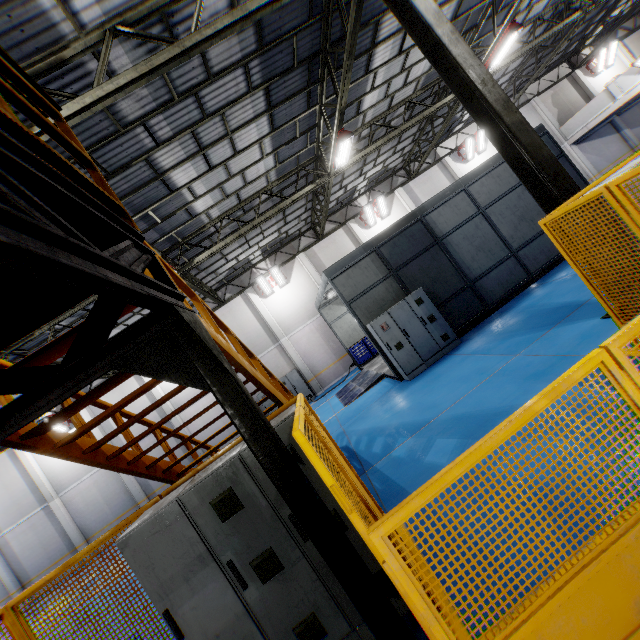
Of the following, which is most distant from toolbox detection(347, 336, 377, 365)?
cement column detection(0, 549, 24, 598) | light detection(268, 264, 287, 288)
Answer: cement column detection(0, 549, 24, 598)

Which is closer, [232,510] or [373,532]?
[373,532]

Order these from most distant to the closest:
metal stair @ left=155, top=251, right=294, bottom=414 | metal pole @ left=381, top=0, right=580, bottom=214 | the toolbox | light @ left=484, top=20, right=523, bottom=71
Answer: the toolbox
light @ left=484, top=20, right=523, bottom=71
metal pole @ left=381, top=0, right=580, bottom=214
metal stair @ left=155, top=251, right=294, bottom=414

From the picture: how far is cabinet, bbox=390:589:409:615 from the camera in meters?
3.1

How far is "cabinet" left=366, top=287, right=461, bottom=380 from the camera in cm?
1010

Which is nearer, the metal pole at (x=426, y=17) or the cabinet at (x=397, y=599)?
the cabinet at (x=397, y=599)

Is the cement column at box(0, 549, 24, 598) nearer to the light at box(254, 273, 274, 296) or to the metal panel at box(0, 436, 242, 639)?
the metal panel at box(0, 436, 242, 639)

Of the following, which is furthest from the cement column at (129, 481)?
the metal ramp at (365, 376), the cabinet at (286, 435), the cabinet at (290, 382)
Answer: the cabinet at (286, 435)
